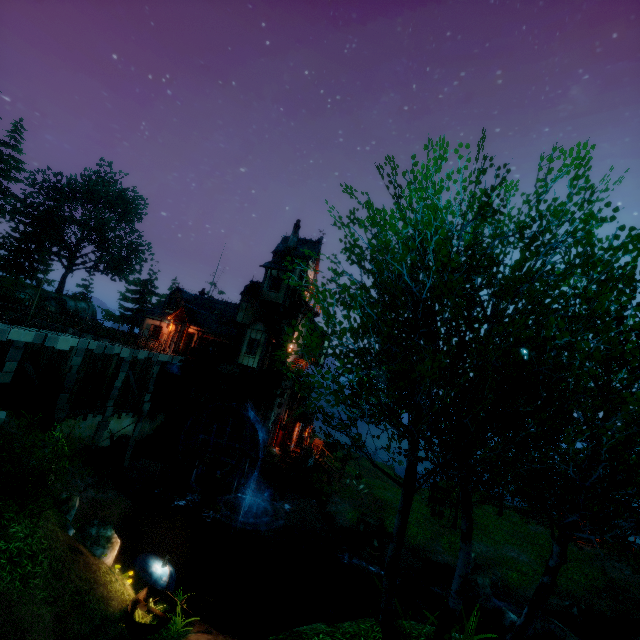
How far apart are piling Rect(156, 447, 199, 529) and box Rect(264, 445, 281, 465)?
5.04m

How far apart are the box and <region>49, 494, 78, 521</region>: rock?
13.5m

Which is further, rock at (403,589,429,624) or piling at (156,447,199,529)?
piling at (156,447,199,529)

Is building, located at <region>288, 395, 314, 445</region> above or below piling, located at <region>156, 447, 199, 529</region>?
above

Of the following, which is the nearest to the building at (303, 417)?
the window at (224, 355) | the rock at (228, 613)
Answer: the window at (224, 355)

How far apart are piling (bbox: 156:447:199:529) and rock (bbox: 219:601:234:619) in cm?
902

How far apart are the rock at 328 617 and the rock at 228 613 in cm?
569

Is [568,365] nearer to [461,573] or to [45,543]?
[461,573]
